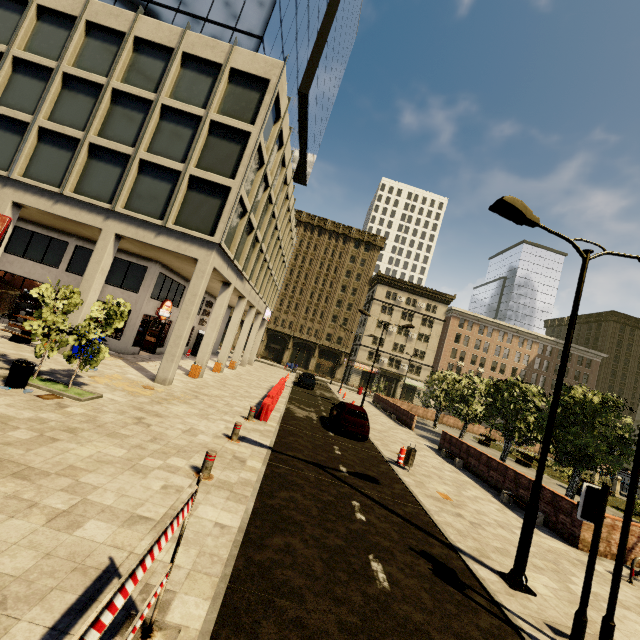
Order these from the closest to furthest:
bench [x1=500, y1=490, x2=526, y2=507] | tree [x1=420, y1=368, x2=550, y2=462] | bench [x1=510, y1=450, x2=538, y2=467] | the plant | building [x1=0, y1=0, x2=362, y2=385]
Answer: bench [x1=500, y1=490, x2=526, y2=507] < building [x1=0, y1=0, x2=362, y2=385] < the plant < tree [x1=420, y1=368, x2=550, y2=462] < bench [x1=510, y1=450, x2=538, y2=467]

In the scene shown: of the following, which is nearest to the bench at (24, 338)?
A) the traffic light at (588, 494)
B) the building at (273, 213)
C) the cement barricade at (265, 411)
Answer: the building at (273, 213)

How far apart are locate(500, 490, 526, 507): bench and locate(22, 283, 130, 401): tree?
16.0m

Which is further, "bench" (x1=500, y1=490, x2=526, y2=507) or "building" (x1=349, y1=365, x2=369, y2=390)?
"building" (x1=349, y1=365, x2=369, y2=390)

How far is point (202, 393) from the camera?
15.4 meters

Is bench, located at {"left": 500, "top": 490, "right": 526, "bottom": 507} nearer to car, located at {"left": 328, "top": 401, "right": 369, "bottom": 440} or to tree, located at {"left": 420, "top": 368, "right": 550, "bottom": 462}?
tree, located at {"left": 420, "top": 368, "right": 550, "bottom": 462}

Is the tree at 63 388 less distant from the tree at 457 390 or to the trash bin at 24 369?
the trash bin at 24 369

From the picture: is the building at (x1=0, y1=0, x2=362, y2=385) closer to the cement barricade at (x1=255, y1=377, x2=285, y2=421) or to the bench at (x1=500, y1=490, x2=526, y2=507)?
the cement barricade at (x1=255, y1=377, x2=285, y2=421)
